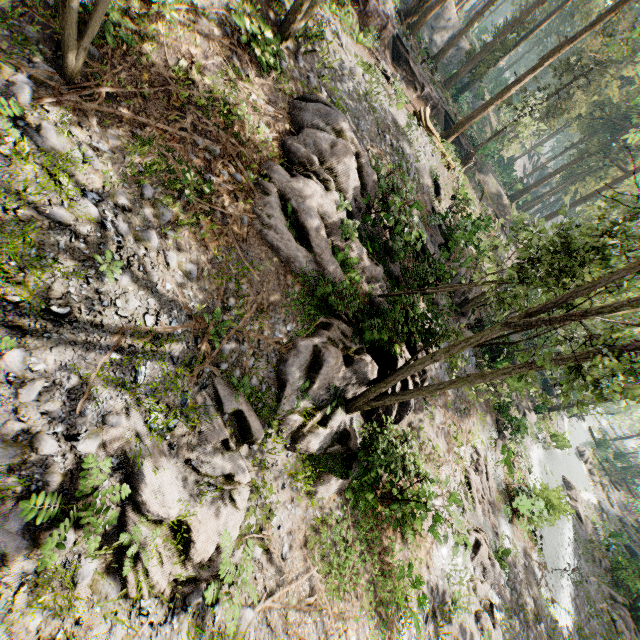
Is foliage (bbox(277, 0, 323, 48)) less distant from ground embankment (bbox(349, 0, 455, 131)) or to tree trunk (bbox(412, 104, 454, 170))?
ground embankment (bbox(349, 0, 455, 131))

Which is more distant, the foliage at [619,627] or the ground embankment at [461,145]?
the ground embankment at [461,145]

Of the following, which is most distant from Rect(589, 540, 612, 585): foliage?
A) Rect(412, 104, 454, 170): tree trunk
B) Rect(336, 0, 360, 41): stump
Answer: Rect(412, 104, 454, 170): tree trunk

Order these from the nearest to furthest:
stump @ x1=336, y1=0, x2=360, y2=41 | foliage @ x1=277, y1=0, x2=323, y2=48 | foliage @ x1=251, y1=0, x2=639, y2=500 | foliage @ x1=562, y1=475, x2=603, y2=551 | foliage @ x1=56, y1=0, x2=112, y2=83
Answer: foliage @ x1=56, y1=0, x2=112, y2=83, foliage @ x1=251, y1=0, x2=639, y2=500, foliage @ x1=277, y1=0, x2=323, y2=48, stump @ x1=336, y1=0, x2=360, y2=41, foliage @ x1=562, y1=475, x2=603, y2=551

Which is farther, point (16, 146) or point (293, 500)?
point (293, 500)

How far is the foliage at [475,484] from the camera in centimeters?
1579cm
